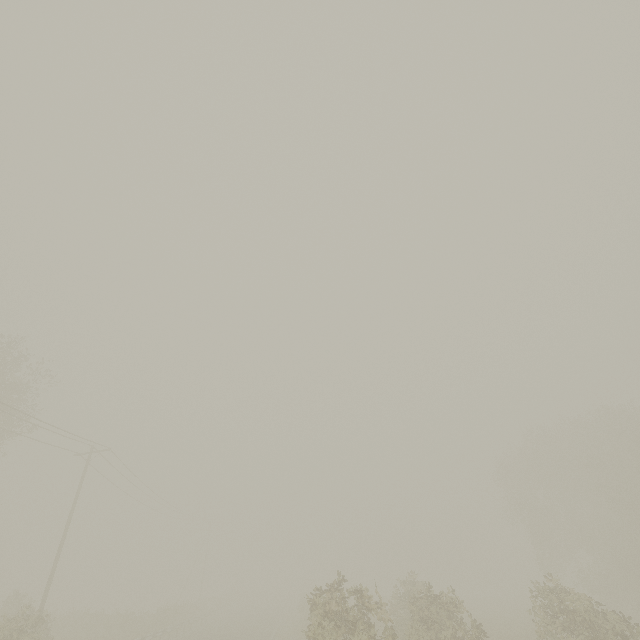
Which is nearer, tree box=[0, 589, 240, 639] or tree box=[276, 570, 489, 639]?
tree box=[276, 570, 489, 639]

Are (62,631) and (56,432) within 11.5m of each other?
no

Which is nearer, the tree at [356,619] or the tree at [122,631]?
the tree at [356,619]
